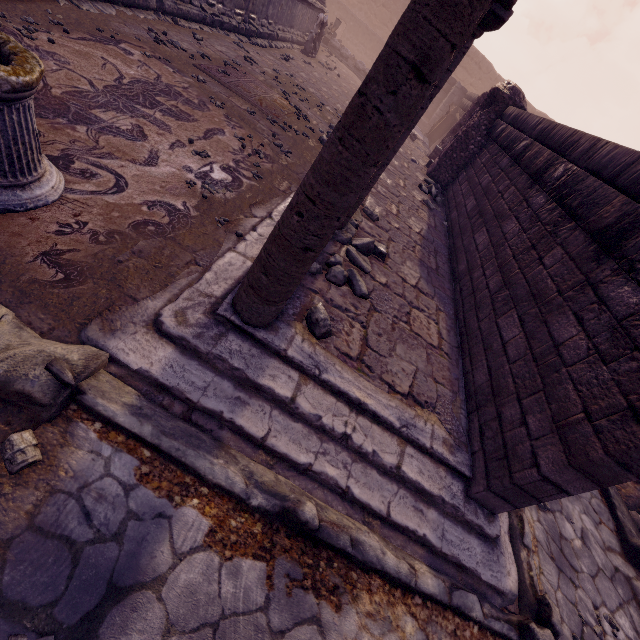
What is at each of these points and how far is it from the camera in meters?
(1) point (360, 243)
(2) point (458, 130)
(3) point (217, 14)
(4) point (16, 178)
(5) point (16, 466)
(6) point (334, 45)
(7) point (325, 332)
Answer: (1) rocks, 4.2
(2) wall arch, 12.1
(3) building, 8.0
(4) column base, 2.3
(5) rocks, 1.7
(6) building debris, 17.2
(7) rocks, 2.8

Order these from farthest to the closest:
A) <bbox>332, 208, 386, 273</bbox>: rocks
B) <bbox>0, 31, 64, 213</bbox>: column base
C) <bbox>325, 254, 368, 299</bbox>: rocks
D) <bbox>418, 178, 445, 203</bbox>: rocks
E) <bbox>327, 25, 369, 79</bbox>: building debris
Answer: <bbox>327, 25, 369, 79</bbox>: building debris, <bbox>418, 178, 445, 203</bbox>: rocks, <bbox>332, 208, 386, 273</bbox>: rocks, <bbox>325, 254, 368, 299</bbox>: rocks, <bbox>0, 31, 64, 213</bbox>: column base

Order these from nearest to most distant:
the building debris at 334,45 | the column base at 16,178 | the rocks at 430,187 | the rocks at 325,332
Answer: the column base at 16,178 < the rocks at 325,332 < the rocks at 430,187 < the building debris at 334,45

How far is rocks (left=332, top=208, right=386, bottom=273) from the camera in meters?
4.1 m

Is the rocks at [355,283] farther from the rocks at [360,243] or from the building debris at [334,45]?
the building debris at [334,45]

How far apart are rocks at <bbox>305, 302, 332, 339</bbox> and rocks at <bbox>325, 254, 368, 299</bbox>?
0.6 meters

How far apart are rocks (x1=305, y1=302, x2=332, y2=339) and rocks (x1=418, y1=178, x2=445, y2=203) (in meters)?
6.97

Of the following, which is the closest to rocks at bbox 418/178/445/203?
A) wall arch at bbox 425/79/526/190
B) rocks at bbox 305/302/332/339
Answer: wall arch at bbox 425/79/526/190
